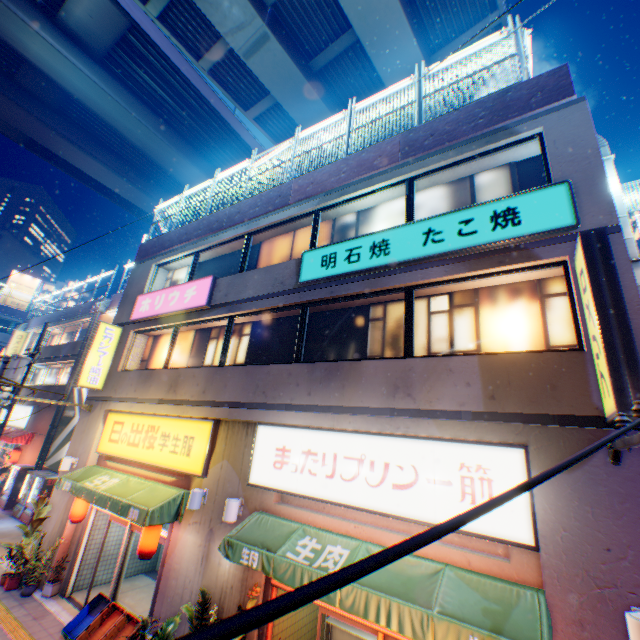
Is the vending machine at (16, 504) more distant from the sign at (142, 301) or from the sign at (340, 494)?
the sign at (340, 494)

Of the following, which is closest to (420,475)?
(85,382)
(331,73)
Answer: (85,382)

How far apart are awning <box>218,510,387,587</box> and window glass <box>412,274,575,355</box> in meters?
3.2 m

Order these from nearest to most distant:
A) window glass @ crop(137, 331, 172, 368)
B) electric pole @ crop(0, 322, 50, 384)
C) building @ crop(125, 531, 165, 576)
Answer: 1. building @ crop(125, 531, 165, 576)
2. window glass @ crop(137, 331, 172, 368)
3. electric pole @ crop(0, 322, 50, 384)

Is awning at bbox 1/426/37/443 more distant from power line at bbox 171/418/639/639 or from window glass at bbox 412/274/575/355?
window glass at bbox 412/274/575/355

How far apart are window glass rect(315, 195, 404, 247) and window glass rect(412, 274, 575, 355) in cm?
129

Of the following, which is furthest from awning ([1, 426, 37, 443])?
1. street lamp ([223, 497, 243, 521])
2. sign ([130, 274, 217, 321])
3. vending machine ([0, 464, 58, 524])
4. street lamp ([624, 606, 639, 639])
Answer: street lamp ([624, 606, 639, 639])

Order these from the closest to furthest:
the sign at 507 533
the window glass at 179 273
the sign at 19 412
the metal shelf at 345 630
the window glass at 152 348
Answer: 1. the sign at 507 533
2. the metal shelf at 345 630
3. the window glass at 152 348
4. the window glass at 179 273
5. the sign at 19 412
